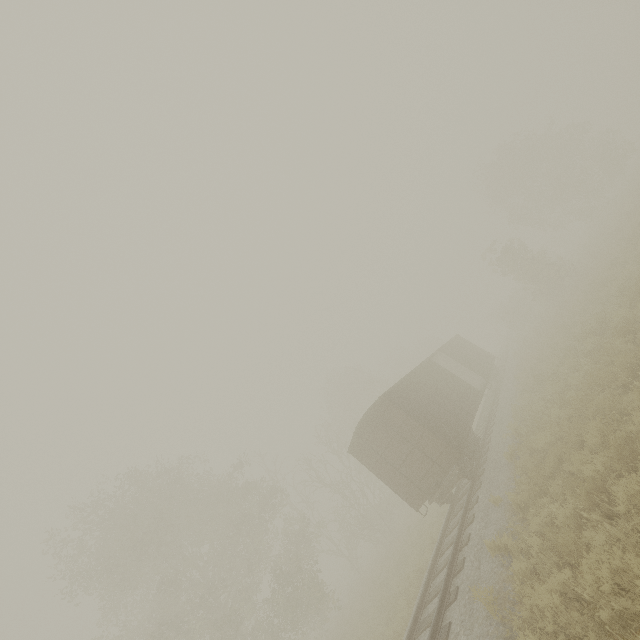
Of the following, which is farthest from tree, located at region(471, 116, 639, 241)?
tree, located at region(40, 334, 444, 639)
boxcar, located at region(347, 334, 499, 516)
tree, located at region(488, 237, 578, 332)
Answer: tree, located at region(40, 334, 444, 639)

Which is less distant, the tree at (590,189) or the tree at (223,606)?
the tree at (223,606)

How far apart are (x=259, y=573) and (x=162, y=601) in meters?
17.0 m

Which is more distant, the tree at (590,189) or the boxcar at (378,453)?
the tree at (590,189)

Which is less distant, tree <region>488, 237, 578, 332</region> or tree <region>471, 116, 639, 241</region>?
tree <region>488, 237, 578, 332</region>

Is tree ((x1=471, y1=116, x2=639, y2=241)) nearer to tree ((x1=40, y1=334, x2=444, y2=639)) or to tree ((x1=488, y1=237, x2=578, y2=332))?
tree ((x1=488, y1=237, x2=578, y2=332))

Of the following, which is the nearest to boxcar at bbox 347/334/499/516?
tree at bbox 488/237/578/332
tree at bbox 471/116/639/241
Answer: tree at bbox 488/237/578/332
